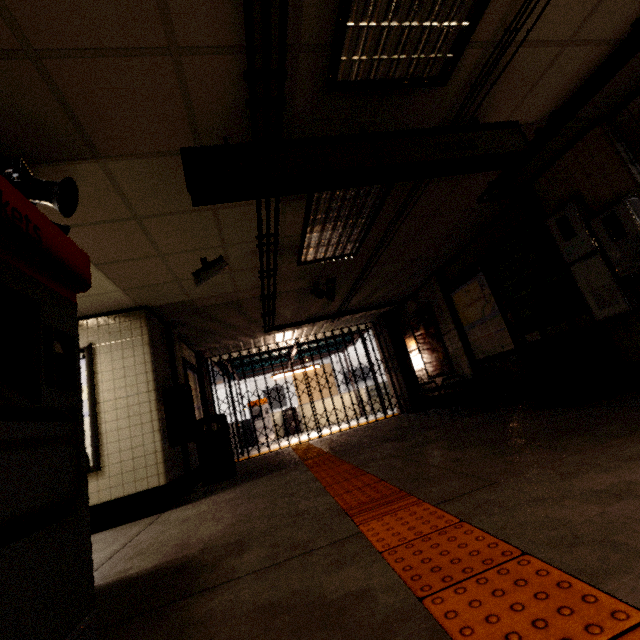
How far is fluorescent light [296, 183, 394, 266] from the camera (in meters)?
3.64

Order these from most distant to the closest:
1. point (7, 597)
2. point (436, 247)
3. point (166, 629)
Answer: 1. point (436, 247)
2. point (166, 629)
3. point (7, 597)

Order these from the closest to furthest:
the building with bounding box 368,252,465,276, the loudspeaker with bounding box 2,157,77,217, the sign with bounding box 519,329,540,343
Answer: the loudspeaker with bounding box 2,157,77,217 → the sign with bounding box 519,329,540,343 → the building with bounding box 368,252,465,276

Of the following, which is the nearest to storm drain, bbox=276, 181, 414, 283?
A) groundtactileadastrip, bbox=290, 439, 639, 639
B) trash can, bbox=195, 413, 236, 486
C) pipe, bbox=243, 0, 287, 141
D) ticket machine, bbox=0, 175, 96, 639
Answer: pipe, bbox=243, 0, 287, 141

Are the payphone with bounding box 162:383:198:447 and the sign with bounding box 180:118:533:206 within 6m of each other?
yes

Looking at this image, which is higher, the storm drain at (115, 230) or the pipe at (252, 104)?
the storm drain at (115, 230)

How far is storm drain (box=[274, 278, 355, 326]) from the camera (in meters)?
6.32

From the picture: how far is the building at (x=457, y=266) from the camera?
6.2m
